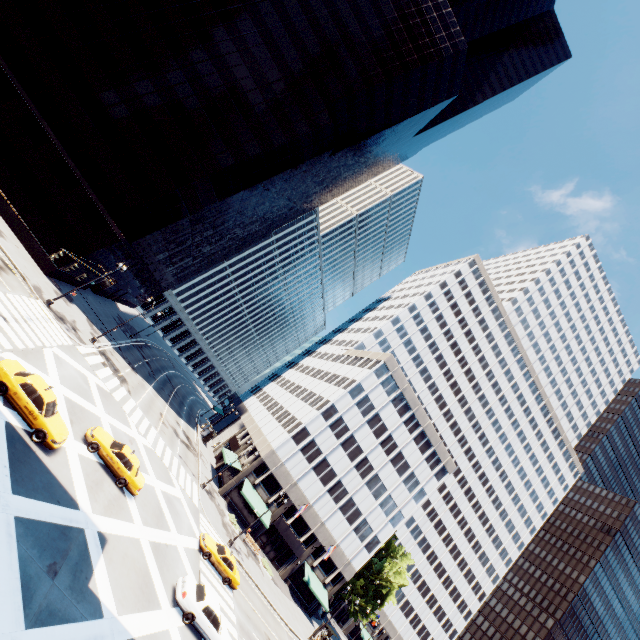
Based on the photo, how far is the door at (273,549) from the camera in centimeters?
4584cm

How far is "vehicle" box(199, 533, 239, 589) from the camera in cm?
2627

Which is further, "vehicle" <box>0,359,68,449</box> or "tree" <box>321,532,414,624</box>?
"tree" <box>321,532,414,624</box>

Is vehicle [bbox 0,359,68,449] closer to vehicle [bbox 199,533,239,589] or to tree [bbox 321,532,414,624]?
vehicle [bbox 199,533,239,589]

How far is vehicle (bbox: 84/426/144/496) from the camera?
20.48m

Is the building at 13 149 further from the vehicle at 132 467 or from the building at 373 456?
the building at 373 456

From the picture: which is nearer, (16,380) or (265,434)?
(16,380)

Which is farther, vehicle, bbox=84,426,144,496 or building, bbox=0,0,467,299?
building, bbox=0,0,467,299
